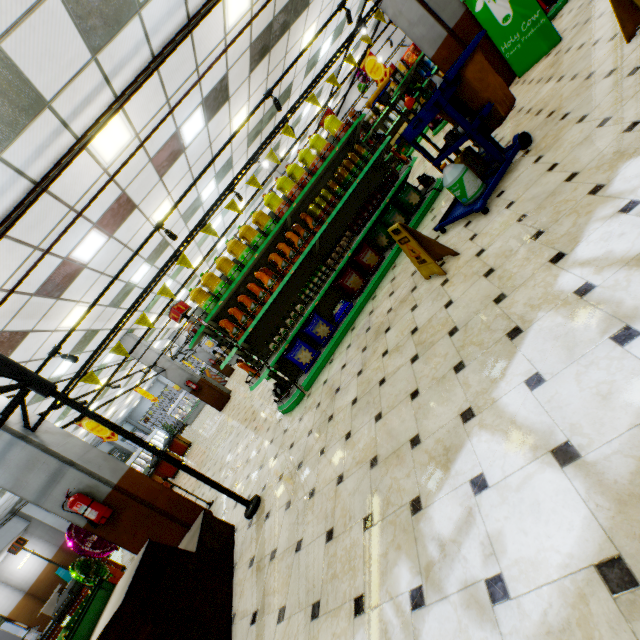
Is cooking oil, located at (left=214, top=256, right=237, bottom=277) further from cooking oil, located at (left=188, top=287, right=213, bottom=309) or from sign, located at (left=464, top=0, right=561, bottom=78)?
sign, located at (left=464, top=0, right=561, bottom=78)

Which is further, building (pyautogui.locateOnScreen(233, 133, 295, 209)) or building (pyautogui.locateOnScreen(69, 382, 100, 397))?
building (pyautogui.locateOnScreen(233, 133, 295, 209))

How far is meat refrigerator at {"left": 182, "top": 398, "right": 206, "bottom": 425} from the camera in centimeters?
2666cm

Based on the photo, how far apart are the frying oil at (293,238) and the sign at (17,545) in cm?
796

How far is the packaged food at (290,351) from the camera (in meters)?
5.17

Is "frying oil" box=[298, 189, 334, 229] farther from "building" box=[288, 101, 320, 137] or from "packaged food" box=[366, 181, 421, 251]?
"building" box=[288, 101, 320, 137]

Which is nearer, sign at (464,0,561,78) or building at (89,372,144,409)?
sign at (464,0,561,78)

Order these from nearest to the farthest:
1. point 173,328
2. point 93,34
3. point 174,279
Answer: point 93,34 → point 174,279 → point 173,328
